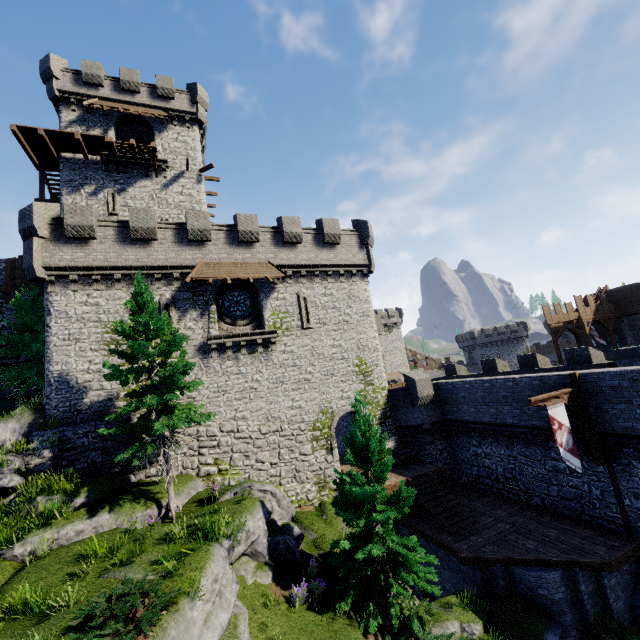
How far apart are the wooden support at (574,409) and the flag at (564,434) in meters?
0.3 m

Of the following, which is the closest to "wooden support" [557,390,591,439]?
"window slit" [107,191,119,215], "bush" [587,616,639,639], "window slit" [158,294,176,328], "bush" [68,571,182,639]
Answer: "bush" [587,616,639,639]

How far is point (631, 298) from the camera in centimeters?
3269cm

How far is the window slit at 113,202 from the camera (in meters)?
23.55

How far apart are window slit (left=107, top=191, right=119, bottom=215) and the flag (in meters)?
28.34

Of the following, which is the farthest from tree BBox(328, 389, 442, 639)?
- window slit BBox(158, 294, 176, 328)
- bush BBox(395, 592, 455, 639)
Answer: window slit BBox(158, 294, 176, 328)

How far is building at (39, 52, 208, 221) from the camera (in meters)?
23.59

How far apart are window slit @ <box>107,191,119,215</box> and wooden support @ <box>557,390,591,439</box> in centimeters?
2921cm
